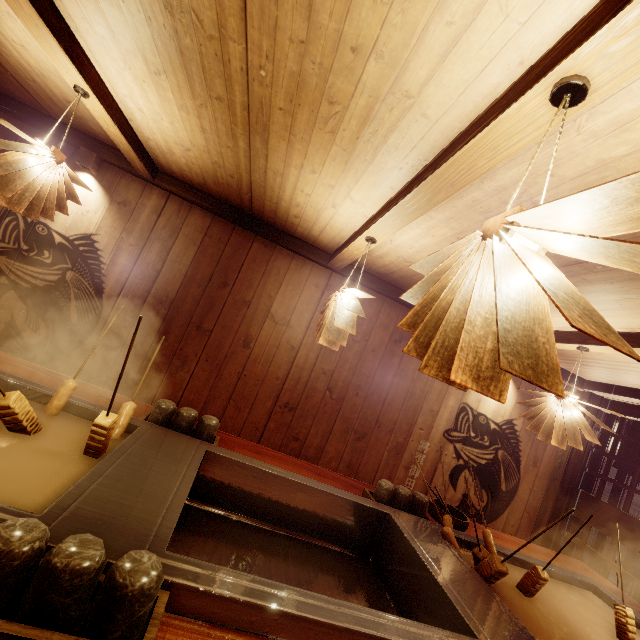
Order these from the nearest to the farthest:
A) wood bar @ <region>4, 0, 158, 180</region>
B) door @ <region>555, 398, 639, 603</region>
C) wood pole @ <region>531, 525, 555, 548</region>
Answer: wood bar @ <region>4, 0, 158, 180</region>
door @ <region>555, 398, 639, 603</region>
wood pole @ <region>531, 525, 555, 548</region>

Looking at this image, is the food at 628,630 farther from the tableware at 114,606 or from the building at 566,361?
the tableware at 114,606

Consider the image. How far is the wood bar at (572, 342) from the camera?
4.40m

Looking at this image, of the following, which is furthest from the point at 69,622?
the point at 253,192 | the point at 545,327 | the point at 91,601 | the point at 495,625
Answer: the point at 253,192

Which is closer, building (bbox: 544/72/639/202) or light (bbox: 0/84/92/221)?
building (bbox: 544/72/639/202)

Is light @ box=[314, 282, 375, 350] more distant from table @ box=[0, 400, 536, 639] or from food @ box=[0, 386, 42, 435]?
food @ box=[0, 386, 42, 435]

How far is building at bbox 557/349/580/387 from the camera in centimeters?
590cm

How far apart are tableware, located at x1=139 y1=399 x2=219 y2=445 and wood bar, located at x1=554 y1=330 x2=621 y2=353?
5.1m
